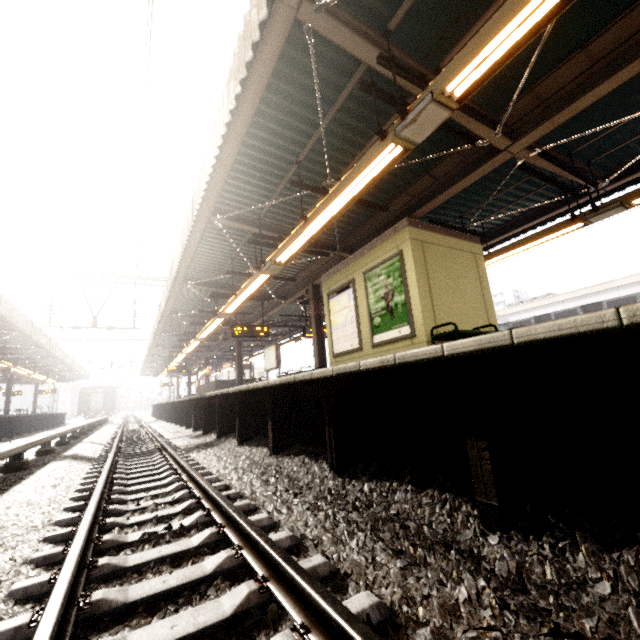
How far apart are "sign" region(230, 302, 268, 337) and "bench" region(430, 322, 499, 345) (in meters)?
8.55

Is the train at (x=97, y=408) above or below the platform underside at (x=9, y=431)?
above

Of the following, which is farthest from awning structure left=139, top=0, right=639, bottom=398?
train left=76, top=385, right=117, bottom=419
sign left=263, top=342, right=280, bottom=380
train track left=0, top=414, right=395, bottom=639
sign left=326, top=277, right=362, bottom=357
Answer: train track left=0, top=414, right=395, bottom=639

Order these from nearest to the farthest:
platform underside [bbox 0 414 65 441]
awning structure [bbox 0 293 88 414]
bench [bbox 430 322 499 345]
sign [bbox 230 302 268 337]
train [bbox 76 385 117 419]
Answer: bench [bbox 430 322 499 345]
sign [bbox 230 302 268 337]
awning structure [bbox 0 293 88 414]
platform underside [bbox 0 414 65 441]
train [bbox 76 385 117 419]

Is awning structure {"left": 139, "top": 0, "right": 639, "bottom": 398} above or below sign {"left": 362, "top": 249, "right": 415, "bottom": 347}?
above

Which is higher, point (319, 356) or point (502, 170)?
point (502, 170)

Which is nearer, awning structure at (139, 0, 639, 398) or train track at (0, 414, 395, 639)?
train track at (0, 414, 395, 639)

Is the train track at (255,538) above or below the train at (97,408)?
below
